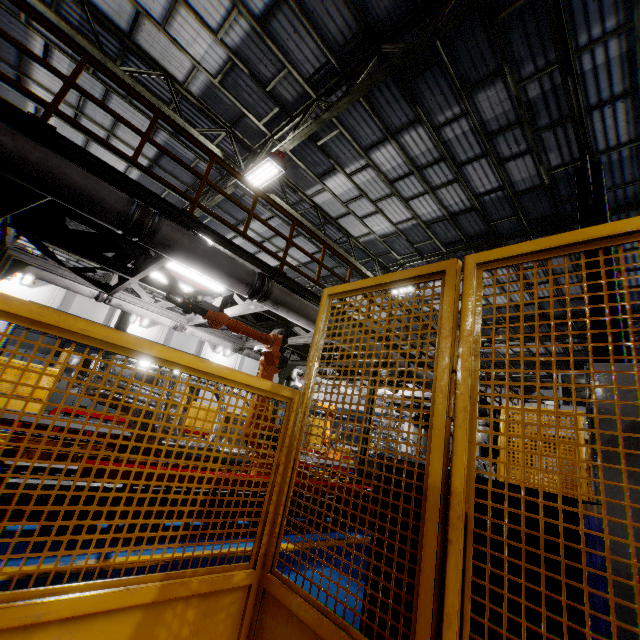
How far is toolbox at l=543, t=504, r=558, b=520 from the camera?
1.12m

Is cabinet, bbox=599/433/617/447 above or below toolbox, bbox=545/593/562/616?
above

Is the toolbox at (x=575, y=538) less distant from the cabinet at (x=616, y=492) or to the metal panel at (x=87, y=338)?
the metal panel at (x=87, y=338)

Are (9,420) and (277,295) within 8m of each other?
yes

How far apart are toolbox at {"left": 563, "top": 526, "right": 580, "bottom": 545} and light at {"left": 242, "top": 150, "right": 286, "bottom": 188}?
8.4 meters

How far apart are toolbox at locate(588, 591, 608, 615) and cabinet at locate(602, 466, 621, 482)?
0.7m

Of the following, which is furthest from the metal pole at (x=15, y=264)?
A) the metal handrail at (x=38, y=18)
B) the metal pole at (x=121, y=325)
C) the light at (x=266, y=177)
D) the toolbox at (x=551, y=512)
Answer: the toolbox at (x=551, y=512)

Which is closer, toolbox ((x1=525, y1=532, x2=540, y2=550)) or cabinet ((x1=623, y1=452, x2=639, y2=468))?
toolbox ((x1=525, y1=532, x2=540, y2=550))
